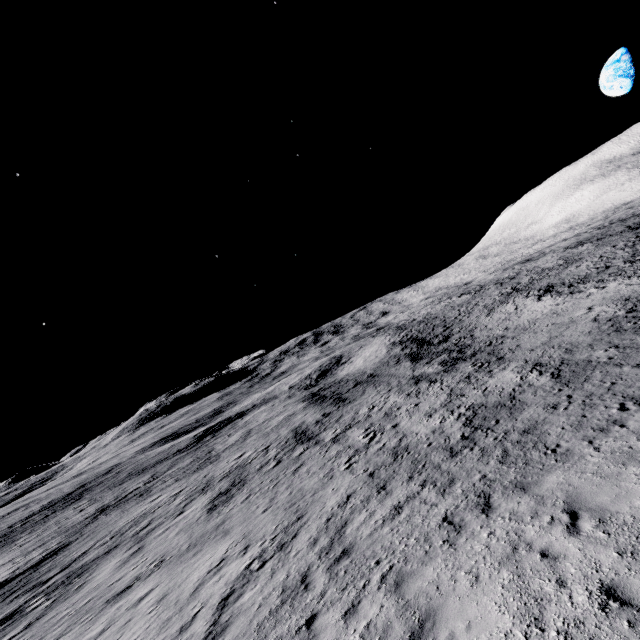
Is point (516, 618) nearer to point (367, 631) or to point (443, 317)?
point (367, 631)
